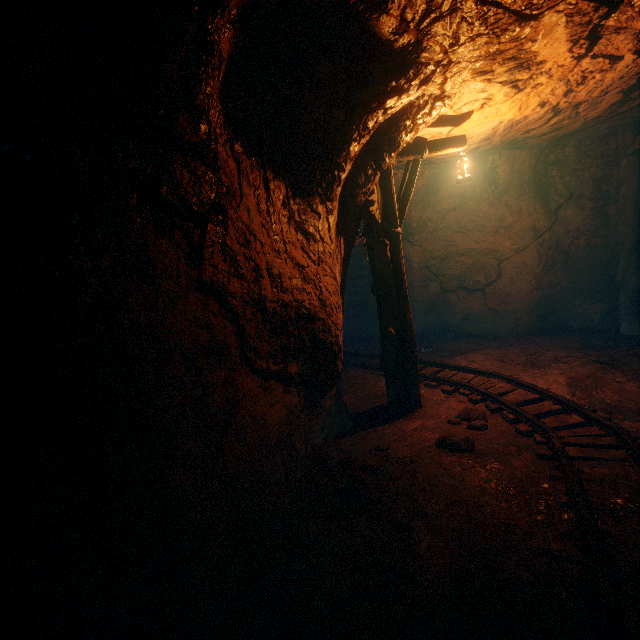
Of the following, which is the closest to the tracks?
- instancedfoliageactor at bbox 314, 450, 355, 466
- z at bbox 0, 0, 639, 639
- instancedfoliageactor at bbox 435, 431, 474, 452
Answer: z at bbox 0, 0, 639, 639

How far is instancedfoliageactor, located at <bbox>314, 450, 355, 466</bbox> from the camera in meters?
4.2 m

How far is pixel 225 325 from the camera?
2.88m

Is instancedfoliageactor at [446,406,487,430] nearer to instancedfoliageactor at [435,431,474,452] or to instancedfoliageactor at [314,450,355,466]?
instancedfoliageactor at [435,431,474,452]

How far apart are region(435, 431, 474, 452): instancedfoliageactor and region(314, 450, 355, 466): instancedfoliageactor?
1.1 meters

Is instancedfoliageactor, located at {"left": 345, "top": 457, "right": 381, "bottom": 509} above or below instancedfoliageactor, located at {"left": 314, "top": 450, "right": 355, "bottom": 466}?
above

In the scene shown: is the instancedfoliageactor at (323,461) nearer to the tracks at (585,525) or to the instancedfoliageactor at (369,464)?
the instancedfoliageactor at (369,464)

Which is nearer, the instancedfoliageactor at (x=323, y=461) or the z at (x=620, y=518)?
the z at (x=620, y=518)
